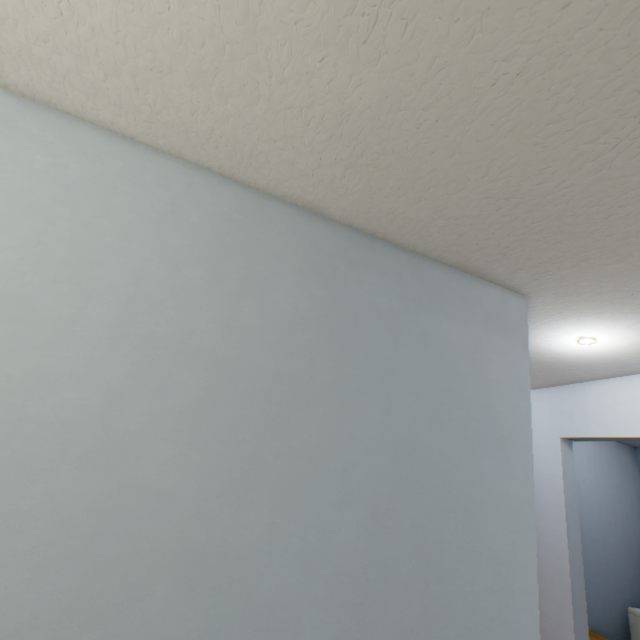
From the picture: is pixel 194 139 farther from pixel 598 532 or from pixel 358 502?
pixel 598 532
